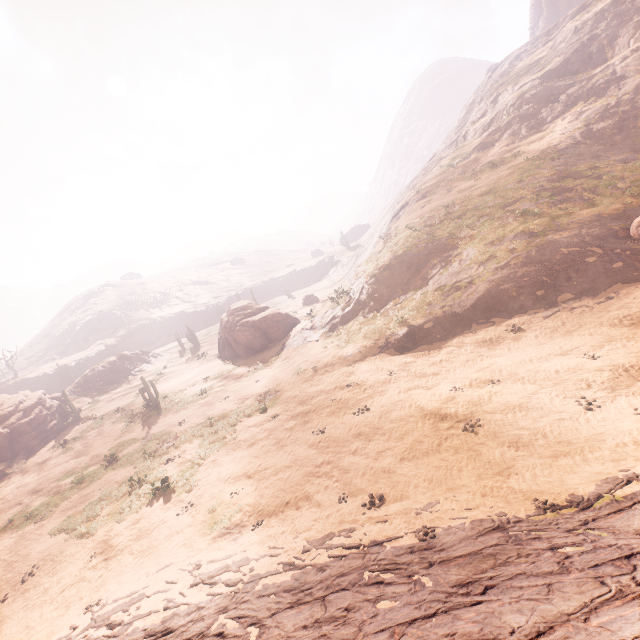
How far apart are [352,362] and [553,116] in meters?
35.6 m

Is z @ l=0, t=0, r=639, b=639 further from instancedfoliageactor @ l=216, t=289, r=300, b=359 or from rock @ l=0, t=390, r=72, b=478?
rock @ l=0, t=390, r=72, b=478

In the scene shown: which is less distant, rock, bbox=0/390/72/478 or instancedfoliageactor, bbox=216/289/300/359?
rock, bbox=0/390/72/478

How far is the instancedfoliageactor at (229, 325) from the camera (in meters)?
30.75

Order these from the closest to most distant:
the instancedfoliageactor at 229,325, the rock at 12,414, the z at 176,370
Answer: the z at 176,370, the rock at 12,414, the instancedfoliageactor at 229,325

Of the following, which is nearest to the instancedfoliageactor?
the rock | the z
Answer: the rock

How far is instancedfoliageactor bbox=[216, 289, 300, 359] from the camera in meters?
30.8
